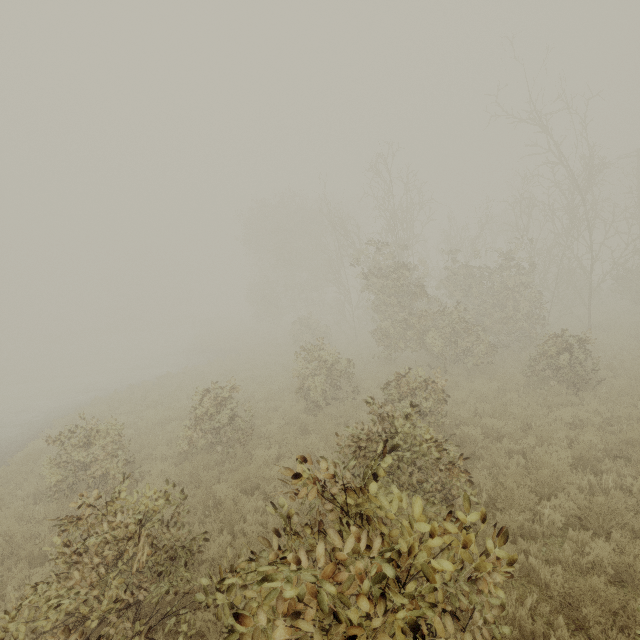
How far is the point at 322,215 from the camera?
48.8 meters
